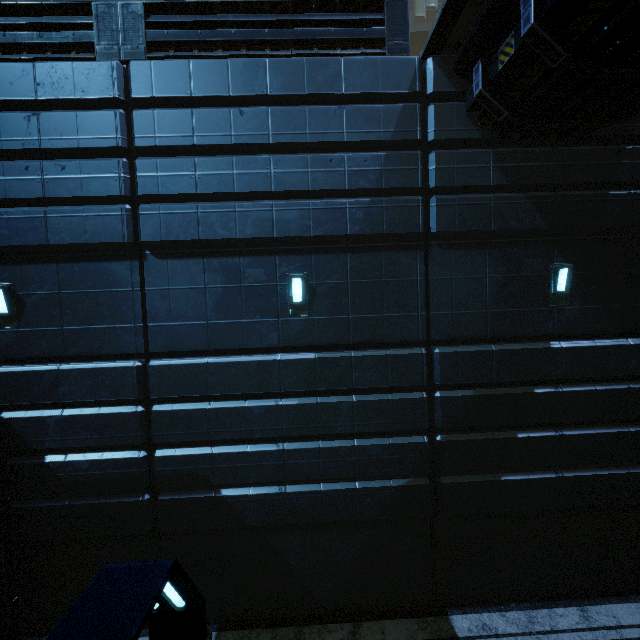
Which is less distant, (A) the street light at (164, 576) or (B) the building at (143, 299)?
(A) the street light at (164, 576)

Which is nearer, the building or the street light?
the street light

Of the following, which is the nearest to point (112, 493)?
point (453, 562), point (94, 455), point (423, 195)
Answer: point (94, 455)
